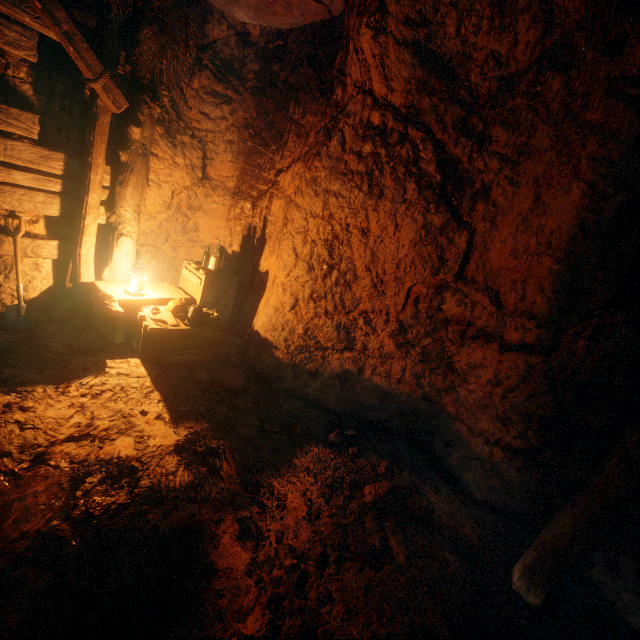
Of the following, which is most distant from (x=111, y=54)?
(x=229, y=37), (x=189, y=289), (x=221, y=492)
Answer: (x=221, y=492)

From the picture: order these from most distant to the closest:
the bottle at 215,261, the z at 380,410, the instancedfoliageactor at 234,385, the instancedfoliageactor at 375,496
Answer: the bottle at 215,261 < the instancedfoliageactor at 234,385 < the instancedfoliageactor at 375,496 < the z at 380,410

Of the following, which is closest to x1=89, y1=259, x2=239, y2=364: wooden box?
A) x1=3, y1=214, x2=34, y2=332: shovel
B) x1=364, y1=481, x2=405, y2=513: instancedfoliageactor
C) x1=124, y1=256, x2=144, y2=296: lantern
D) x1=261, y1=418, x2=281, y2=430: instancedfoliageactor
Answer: x1=124, y1=256, x2=144, y2=296: lantern

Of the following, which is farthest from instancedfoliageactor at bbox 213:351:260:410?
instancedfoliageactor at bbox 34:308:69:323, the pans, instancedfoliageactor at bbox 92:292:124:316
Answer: instancedfoliageactor at bbox 34:308:69:323

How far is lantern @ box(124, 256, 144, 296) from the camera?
4.08m

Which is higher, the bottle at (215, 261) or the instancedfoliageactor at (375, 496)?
the bottle at (215, 261)

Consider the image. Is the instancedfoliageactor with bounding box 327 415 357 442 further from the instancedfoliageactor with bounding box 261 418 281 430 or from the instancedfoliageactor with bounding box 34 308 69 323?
the instancedfoliageactor with bounding box 34 308 69 323

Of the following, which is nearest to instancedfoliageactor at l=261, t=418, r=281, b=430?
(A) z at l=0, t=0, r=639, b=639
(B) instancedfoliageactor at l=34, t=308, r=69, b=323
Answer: (A) z at l=0, t=0, r=639, b=639
